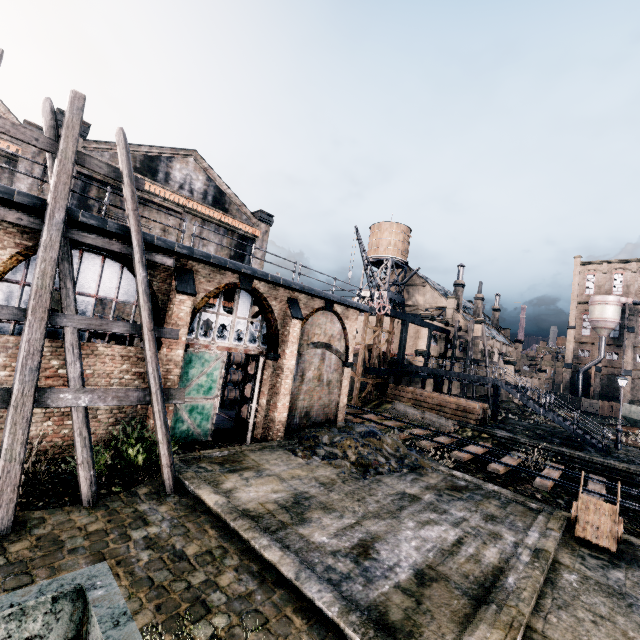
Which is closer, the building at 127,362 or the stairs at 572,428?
the building at 127,362

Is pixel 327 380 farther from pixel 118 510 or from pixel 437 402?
pixel 437 402

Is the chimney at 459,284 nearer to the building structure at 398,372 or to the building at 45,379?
the building at 45,379

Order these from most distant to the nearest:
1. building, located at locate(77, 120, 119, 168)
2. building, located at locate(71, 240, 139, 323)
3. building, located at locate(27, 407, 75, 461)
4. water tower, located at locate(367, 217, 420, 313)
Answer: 1. water tower, located at locate(367, 217, 420, 313)
2. building, located at locate(77, 120, 119, 168)
3. building, located at locate(71, 240, 139, 323)
4. building, located at locate(27, 407, 75, 461)

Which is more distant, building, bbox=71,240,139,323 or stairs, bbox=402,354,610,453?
stairs, bbox=402,354,610,453

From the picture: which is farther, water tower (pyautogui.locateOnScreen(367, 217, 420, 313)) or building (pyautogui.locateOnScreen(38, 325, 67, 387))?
water tower (pyautogui.locateOnScreen(367, 217, 420, 313))

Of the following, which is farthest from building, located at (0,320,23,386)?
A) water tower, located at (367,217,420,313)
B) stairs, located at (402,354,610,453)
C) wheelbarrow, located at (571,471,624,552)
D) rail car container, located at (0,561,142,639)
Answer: wheelbarrow, located at (571,471,624,552)

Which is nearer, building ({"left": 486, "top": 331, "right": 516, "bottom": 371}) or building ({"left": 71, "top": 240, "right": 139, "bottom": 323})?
building ({"left": 71, "top": 240, "right": 139, "bottom": 323})
